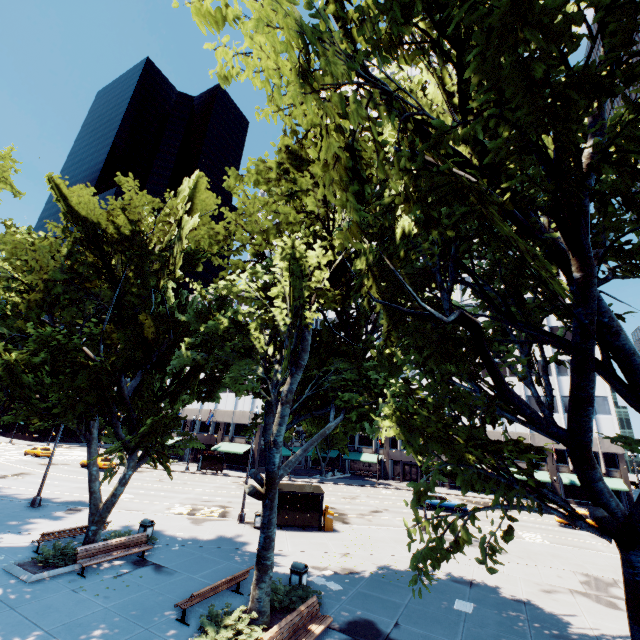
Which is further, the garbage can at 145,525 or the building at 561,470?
the building at 561,470

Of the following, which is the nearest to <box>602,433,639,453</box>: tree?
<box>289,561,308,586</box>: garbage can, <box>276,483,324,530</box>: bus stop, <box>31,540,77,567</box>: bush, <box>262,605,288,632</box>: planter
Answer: <box>262,605,288,632</box>: planter

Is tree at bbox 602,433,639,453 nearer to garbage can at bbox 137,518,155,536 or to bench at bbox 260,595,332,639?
bench at bbox 260,595,332,639

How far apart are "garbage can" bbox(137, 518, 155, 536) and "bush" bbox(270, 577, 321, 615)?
8.42m

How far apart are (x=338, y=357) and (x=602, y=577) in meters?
18.5 m

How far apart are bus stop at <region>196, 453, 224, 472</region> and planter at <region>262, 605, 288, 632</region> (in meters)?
36.24

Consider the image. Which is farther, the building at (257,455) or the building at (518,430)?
the building at (257,455)

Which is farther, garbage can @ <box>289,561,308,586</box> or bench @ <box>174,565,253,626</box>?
garbage can @ <box>289,561,308,586</box>
